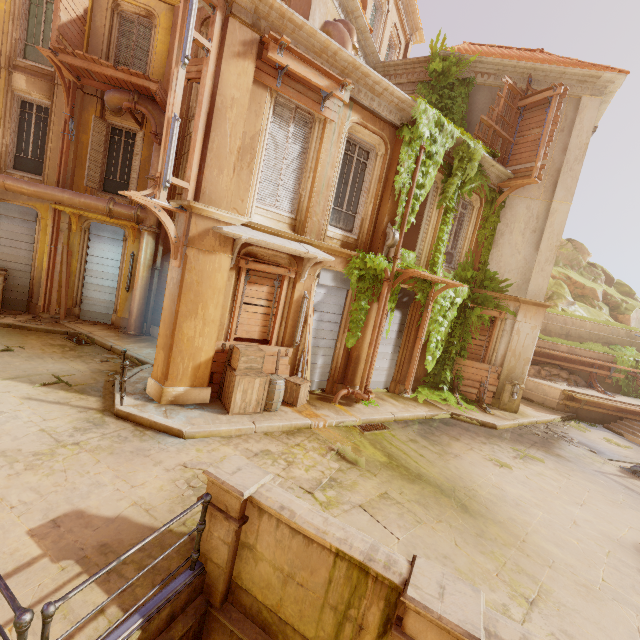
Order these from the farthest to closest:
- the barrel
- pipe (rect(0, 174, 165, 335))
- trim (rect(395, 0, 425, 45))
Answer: trim (rect(395, 0, 425, 45)), pipe (rect(0, 174, 165, 335)), the barrel

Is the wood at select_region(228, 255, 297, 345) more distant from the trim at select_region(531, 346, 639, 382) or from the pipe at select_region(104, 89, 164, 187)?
the trim at select_region(531, 346, 639, 382)

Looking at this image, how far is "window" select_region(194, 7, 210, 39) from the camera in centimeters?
1146cm

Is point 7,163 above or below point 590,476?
above

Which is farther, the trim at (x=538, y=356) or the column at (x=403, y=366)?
the trim at (x=538, y=356)

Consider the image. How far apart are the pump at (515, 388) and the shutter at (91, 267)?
16.1m

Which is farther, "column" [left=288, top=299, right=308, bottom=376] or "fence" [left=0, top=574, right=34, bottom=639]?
"column" [left=288, top=299, right=308, bottom=376]

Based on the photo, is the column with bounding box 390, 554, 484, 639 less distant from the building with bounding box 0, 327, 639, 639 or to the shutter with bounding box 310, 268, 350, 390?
the building with bounding box 0, 327, 639, 639
